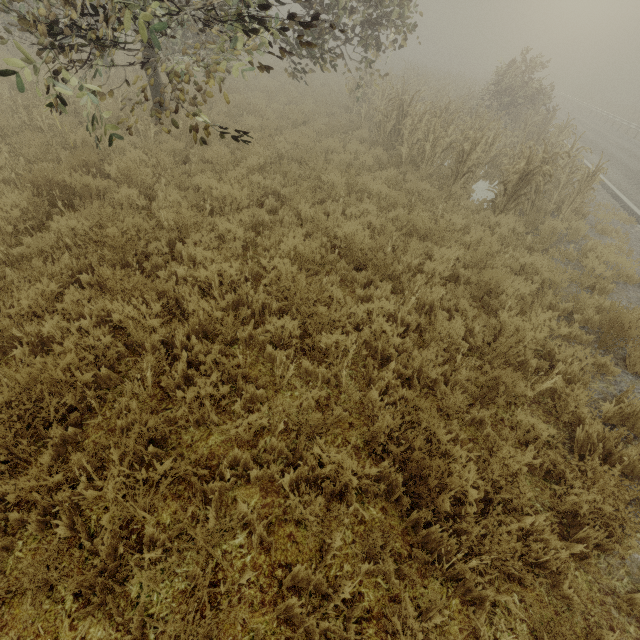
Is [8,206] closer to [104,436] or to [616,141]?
[104,436]

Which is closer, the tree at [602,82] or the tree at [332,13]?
the tree at [332,13]

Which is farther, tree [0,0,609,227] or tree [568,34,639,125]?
tree [568,34,639,125]
